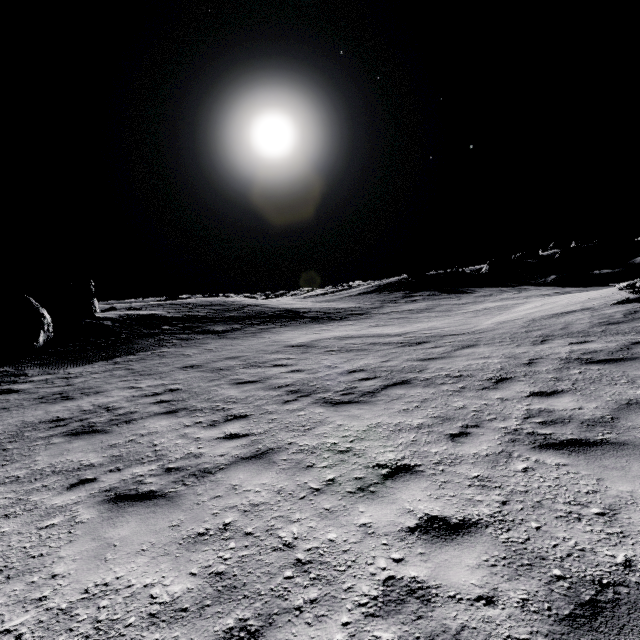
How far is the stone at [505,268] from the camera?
42.0 meters

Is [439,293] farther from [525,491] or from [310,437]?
[525,491]

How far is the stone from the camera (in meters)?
42.00
